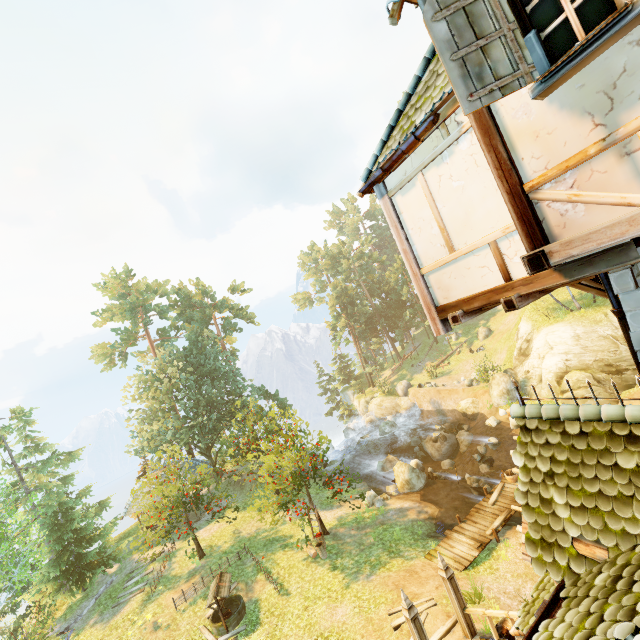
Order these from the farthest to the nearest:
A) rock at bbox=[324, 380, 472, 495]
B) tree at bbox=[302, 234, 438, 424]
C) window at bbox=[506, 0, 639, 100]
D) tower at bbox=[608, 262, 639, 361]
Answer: tree at bbox=[302, 234, 438, 424] < rock at bbox=[324, 380, 472, 495] < tower at bbox=[608, 262, 639, 361] < window at bbox=[506, 0, 639, 100]

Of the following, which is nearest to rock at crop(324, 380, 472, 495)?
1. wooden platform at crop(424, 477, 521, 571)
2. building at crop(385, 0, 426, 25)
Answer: wooden platform at crop(424, 477, 521, 571)

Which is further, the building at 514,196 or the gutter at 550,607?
the gutter at 550,607

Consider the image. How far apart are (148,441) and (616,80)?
35.7 meters

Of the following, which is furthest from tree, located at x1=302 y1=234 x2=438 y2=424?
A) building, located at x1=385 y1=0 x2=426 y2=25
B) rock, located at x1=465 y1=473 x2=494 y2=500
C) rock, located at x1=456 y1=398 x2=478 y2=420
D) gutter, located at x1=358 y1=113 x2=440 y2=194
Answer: gutter, located at x1=358 y1=113 x2=440 y2=194

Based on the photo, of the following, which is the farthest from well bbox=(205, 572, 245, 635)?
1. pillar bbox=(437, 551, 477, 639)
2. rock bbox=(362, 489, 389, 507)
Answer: pillar bbox=(437, 551, 477, 639)

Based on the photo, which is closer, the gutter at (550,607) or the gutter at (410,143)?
the gutter at (550,607)

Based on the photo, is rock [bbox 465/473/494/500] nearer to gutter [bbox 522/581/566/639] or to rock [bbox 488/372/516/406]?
rock [bbox 488/372/516/406]
